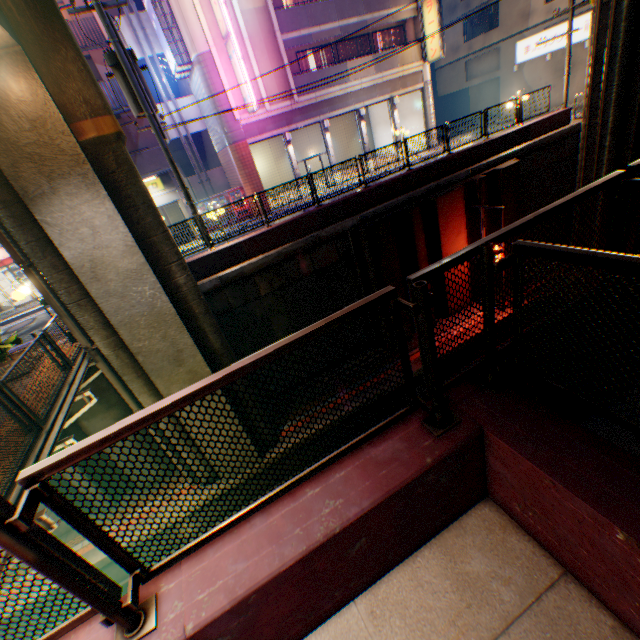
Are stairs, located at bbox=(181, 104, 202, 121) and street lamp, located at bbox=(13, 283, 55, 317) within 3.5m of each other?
no

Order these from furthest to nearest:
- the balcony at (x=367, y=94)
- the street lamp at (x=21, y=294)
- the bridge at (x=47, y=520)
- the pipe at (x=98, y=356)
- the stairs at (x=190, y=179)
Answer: the stairs at (x=190, y=179)
the balcony at (x=367, y=94)
the street lamp at (x=21, y=294)
the pipe at (x=98, y=356)
the bridge at (x=47, y=520)

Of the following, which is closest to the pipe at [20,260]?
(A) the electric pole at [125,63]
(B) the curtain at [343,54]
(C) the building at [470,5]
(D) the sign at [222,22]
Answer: (A) the electric pole at [125,63]

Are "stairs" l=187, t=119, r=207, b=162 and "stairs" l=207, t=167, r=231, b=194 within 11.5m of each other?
yes

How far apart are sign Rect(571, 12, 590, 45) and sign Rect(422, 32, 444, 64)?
9.6 meters

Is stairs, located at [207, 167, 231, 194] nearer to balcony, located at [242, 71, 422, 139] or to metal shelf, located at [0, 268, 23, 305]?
balcony, located at [242, 71, 422, 139]

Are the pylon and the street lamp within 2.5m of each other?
no

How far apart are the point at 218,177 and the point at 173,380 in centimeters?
1994cm
